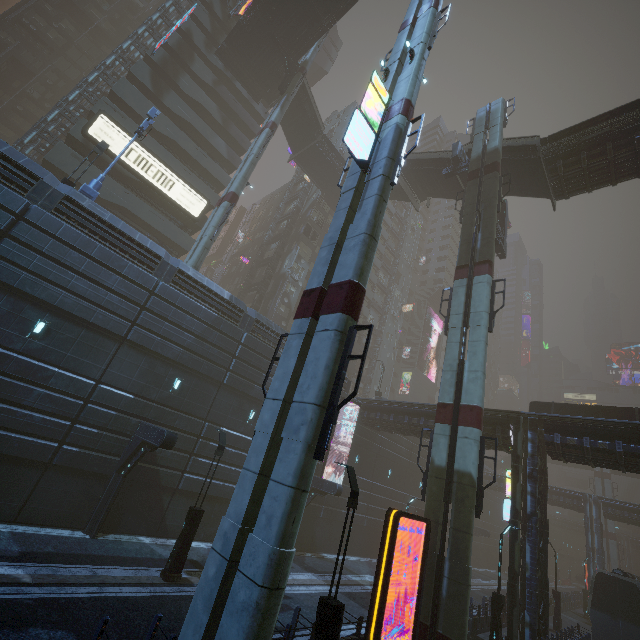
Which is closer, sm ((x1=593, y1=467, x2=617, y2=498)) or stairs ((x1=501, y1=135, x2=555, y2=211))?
stairs ((x1=501, y1=135, x2=555, y2=211))

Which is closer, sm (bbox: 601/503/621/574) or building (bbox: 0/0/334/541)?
building (bbox: 0/0/334/541)

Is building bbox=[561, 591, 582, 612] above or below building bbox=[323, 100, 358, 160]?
below

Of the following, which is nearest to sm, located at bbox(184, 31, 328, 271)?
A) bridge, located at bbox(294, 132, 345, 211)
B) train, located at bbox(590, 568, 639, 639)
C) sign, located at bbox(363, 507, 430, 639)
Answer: bridge, located at bbox(294, 132, 345, 211)

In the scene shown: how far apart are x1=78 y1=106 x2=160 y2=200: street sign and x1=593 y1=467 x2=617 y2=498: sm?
78.4 meters

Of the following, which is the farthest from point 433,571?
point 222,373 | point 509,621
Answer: point 222,373

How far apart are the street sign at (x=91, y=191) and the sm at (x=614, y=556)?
78.4m

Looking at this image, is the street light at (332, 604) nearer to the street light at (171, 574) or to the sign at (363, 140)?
the street light at (171, 574)
